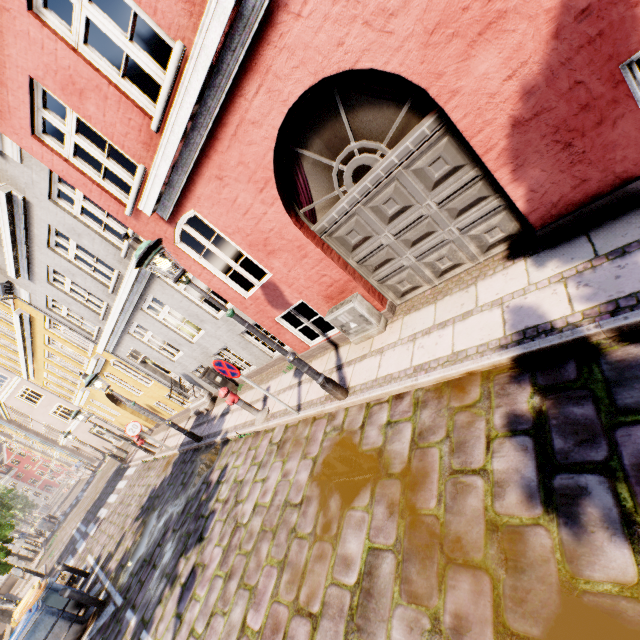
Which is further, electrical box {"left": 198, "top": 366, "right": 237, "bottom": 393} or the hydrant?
electrical box {"left": 198, "top": 366, "right": 237, "bottom": 393}

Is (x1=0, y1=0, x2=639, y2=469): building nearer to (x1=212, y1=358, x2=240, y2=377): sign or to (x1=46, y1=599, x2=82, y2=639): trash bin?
(x1=212, y1=358, x2=240, y2=377): sign

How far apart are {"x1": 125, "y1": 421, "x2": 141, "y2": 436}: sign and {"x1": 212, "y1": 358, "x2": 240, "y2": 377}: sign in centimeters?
818cm

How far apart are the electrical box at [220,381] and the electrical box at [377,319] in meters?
5.8

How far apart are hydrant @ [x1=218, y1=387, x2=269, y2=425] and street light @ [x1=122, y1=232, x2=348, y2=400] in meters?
2.7

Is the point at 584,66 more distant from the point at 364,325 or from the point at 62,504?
the point at 62,504

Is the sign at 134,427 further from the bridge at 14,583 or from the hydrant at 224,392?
the bridge at 14,583

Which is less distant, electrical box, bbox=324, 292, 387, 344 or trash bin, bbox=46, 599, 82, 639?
electrical box, bbox=324, 292, 387, 344
